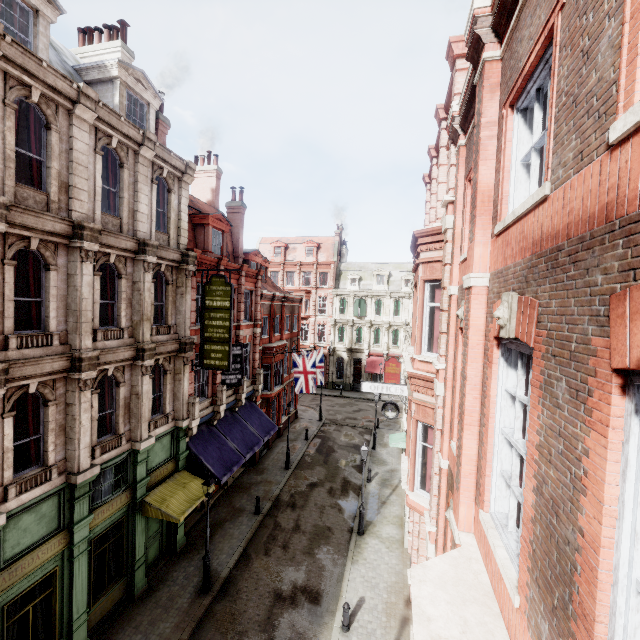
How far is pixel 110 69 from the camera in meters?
12.4 m

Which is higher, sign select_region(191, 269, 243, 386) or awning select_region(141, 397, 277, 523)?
sign select_region(191, 269, 243, 386)

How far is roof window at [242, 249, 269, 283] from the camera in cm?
2402

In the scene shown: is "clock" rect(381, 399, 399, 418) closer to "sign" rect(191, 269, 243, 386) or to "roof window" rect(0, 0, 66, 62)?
"sign" rect(191, 269, 243, 386)

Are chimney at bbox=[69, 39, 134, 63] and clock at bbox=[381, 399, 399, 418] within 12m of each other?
no

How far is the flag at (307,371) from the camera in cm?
2366

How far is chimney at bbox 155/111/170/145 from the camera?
15.0m

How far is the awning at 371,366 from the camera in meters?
42.3
